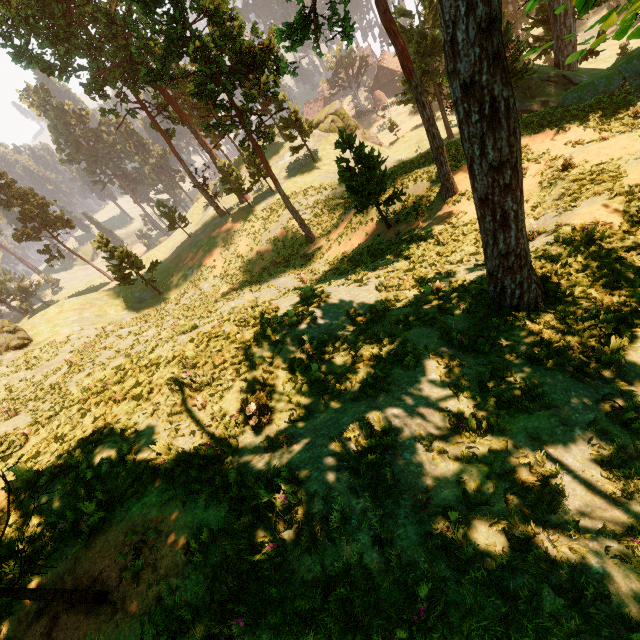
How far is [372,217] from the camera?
22.6m

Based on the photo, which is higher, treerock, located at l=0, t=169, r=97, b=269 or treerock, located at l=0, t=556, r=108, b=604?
treerock, located at l=0, t=169, r=97, b=269

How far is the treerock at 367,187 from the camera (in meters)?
16.69

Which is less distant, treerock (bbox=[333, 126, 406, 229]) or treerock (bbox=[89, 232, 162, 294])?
treerock (bbox=[333, 126, 406, 229])

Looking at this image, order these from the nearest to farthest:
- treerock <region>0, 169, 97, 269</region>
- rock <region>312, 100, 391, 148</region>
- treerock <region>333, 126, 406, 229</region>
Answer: treerock <region>333, 126, 406, 229</region> → rock <region>312, 100, 391, 148</region> → treerock <region>0, 169, 97, 269</region>

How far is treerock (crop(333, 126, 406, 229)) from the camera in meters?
16.7

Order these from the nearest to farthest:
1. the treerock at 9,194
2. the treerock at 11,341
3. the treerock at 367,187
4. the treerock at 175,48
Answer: the treerock at 367,187 < the treerock at 175,48 < the treerock at 11,341 < the treerock at 9,194
